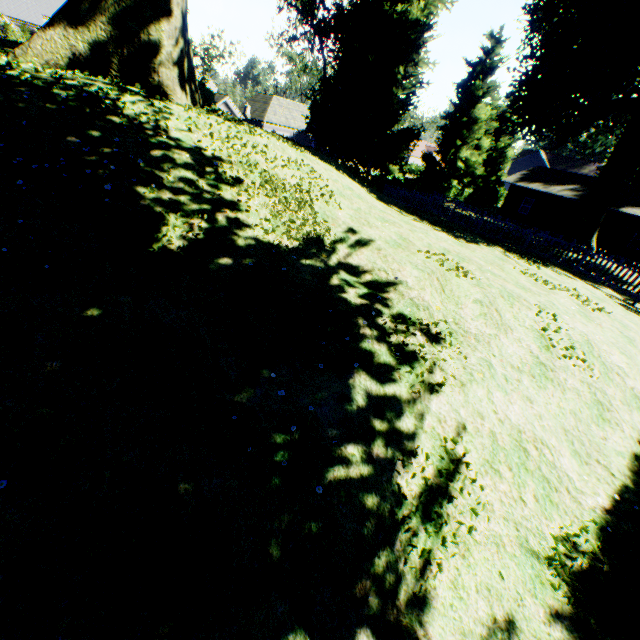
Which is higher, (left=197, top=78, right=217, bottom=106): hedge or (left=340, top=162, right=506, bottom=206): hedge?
(left=197, top=78, right=217, bottom=106): hedge

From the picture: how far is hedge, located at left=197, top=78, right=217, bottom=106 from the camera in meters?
14.4

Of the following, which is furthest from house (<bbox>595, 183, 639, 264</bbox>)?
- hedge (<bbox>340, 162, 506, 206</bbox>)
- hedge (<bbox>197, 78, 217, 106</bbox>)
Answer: hedge (<bbox>197, 78, 217, 106</bbox>)

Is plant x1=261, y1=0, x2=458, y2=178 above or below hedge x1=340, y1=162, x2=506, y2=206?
above

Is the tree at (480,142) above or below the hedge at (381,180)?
above

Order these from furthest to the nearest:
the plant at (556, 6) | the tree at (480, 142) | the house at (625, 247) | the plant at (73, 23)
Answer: the tree at (480, 142) < the house at (625, 247) < the plant at (556, 6) < the plant at (73, 23)

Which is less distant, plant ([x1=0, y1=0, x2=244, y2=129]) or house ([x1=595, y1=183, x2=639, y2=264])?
plant ([x1=0, y1=0, x2=244, y2=129])

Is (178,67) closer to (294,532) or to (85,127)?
(85,127)
